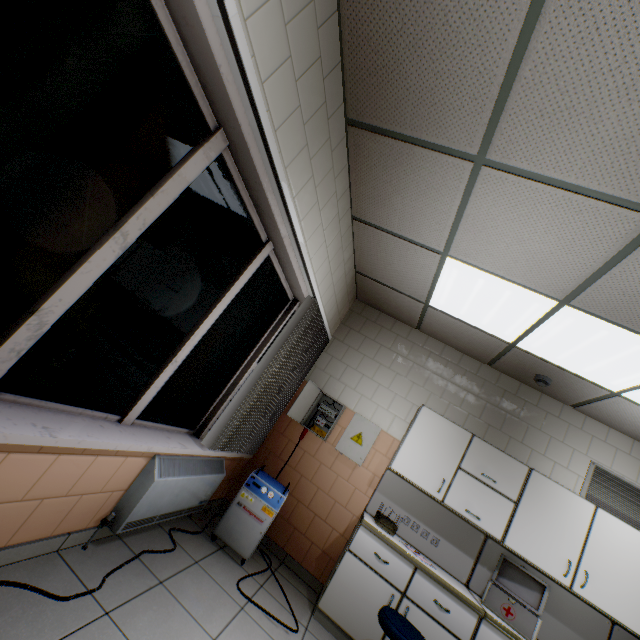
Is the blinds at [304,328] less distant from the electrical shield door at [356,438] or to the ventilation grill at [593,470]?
the electrical shield door at [356,438]

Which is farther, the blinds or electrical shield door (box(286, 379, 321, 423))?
electrical shield door (box(286, 379, 321, 423))

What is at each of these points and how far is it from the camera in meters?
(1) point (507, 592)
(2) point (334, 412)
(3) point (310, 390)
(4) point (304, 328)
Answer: (1) medical bag, 3.2 m
(2) electrical shield, 4.2 m
(3) electrical shield door, 4.0 m
(4) blinds, 3.2 m

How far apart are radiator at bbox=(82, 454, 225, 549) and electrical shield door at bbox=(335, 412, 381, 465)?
1.3m

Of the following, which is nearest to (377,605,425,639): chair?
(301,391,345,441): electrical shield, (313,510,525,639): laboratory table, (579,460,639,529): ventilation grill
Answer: (313,510,525,639): laboratory table

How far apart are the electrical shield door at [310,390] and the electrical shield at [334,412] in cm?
3

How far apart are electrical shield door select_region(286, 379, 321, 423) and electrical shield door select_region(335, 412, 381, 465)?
0.5m

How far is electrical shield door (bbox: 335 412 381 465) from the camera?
3.8m
